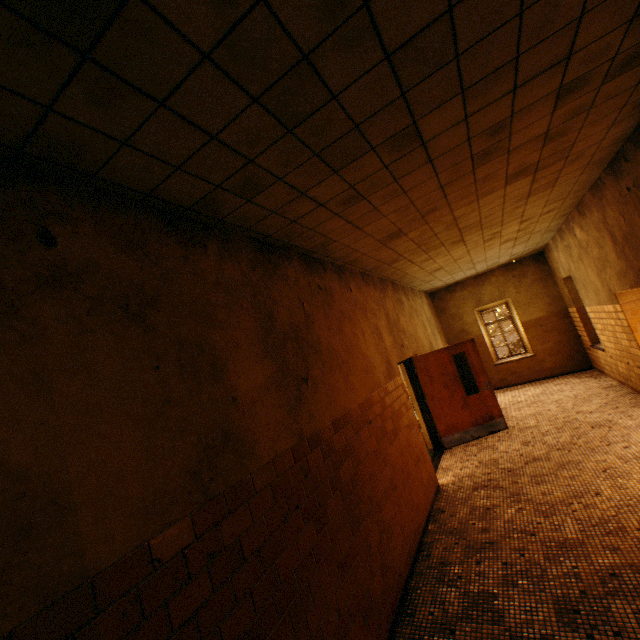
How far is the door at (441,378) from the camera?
7.1 meters

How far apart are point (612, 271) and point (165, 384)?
7.3 meters

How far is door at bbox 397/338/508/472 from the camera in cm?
709
